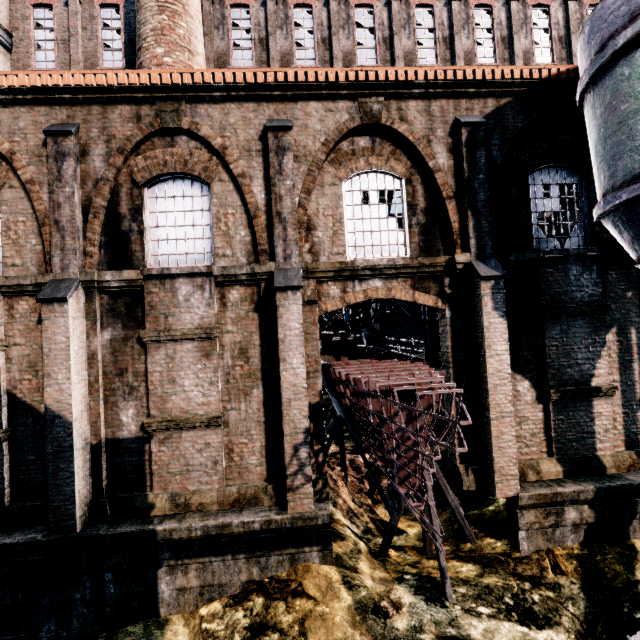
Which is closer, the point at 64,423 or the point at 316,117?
the point at 64,423

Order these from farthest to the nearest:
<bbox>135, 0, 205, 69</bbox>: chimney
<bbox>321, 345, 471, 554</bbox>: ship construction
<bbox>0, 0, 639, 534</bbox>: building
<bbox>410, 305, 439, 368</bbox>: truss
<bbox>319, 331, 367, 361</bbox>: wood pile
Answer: <bbox>410, 305, 439, 368</bbox>: truss → <bbox>319, 331, 367, 361</bbox>: wood pile → <bbox>135, 0, 205, 69</bbox>: chimney → <bbox>0, 0, 639, 534</bbox>: building → <bbox>321, 345, 471, 554</bbox>: ship construction

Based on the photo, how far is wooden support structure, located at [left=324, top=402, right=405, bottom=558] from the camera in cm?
938

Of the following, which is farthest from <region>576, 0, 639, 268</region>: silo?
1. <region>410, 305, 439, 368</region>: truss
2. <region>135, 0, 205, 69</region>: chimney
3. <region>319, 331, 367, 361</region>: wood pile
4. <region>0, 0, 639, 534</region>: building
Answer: <region>135, 0, 205, 69</region>: chimney

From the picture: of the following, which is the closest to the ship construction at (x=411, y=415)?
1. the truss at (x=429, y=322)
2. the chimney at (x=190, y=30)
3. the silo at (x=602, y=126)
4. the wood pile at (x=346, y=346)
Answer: the wood pile at (x=346, y=346)

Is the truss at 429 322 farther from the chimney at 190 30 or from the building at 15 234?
the chimney at 190 30

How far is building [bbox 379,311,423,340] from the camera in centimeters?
2920cm

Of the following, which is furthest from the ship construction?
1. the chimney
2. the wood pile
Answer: the chimney
